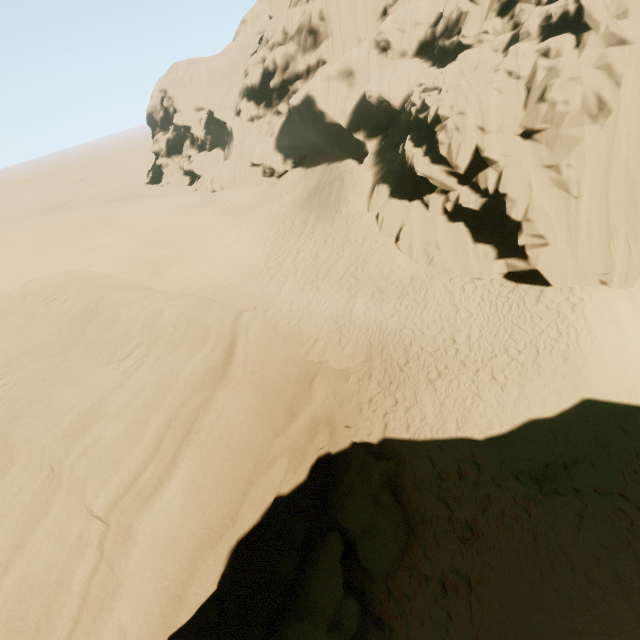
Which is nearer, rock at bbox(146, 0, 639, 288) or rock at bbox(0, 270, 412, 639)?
rock at bbox(0, 270, 412, 639)

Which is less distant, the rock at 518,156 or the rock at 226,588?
the rock at 226,588

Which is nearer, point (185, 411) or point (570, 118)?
point (185, 411)
